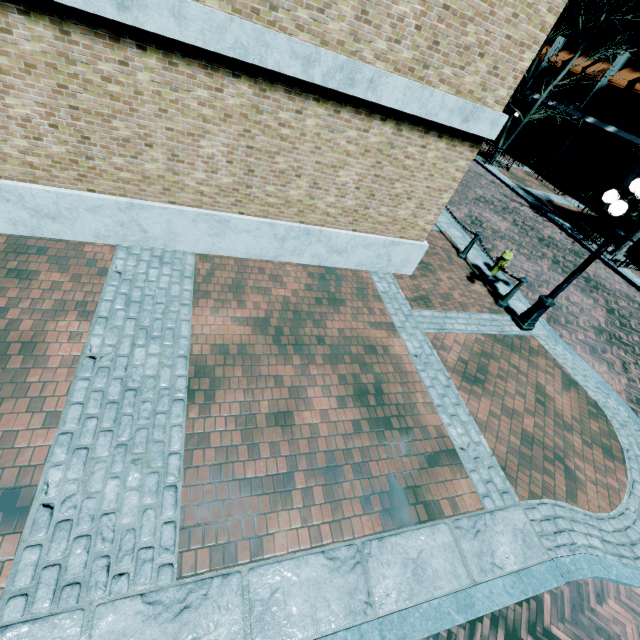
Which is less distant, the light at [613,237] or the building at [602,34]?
the light at [613,237]

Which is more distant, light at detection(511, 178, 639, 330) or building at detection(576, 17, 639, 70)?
building at detection(576, 17, 639, 70)

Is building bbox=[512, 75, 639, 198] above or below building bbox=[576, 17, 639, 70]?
below

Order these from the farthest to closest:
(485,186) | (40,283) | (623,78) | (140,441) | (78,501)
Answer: (623,78) < (485,186) < (40,283) < (140,441) < (78,501)

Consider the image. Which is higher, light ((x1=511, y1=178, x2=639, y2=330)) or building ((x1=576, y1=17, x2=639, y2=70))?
building ((x1=576, y1=17, x2=639, y2=70))
